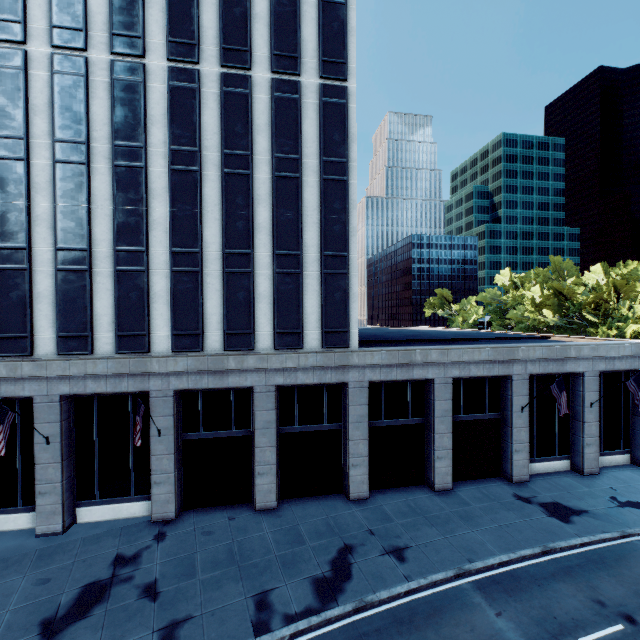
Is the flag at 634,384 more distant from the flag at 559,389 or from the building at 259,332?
the flag at 559,389

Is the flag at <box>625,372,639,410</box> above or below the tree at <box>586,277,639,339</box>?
below

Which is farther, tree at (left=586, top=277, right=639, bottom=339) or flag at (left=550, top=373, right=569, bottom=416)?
tree at (left=586, top=277, right=639, bottom=339)

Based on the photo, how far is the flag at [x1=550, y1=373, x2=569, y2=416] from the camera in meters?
19.5

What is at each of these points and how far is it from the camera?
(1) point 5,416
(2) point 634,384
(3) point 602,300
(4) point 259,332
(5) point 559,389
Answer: (1) flag, 15.05m
(2) flag, 21.06m
(3) tree, 59.41m
(4) building, 19.77m
(5) flag, 19.94m

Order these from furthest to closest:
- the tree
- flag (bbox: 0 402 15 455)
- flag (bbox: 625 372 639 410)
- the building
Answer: the tree → flag (bbox: 625 372 639 410) → the building → flag (bbox: 0 402 15 455)

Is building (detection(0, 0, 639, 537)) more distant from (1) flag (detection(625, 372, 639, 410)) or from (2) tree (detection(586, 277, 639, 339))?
(2) tree (detection(586, 277, 639, 339))

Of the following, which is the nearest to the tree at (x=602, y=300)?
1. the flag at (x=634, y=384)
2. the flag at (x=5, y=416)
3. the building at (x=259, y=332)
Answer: the building at (x=259, y=332)
